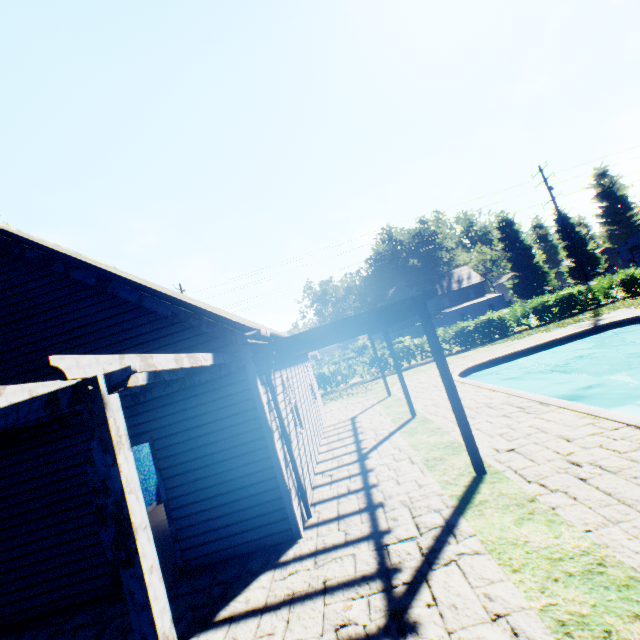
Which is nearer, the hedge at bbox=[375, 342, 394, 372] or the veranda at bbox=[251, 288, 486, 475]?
the veranda at bbox=[251, 288, 486, 475]

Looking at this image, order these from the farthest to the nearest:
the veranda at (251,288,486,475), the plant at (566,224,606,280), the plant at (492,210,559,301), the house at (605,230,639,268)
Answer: the plant at (566,224,606,280), the house at (605,230,639,268), the plant at (492,210,559,301), the veranda at (251,288,486,475)

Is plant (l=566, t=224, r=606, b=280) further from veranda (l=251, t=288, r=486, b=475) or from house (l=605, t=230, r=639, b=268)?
veranda (l=251, t=288, r=486, b=475)

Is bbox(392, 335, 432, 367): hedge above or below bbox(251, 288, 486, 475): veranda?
below

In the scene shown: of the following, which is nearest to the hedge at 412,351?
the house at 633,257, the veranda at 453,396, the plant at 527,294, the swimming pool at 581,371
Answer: the plant at 527,294

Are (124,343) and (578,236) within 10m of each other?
no

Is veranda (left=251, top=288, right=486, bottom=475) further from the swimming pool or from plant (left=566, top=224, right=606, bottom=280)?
plant (left=566, top=224, right=606, bottom=280)

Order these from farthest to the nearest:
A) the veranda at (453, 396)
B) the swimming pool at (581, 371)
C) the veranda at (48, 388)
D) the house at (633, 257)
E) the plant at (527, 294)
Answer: the house at (633, 257), the plant at (527, 294), the swimming pool at (581, 371), the veranda at (453, 396), the veranda at (48, 388)
